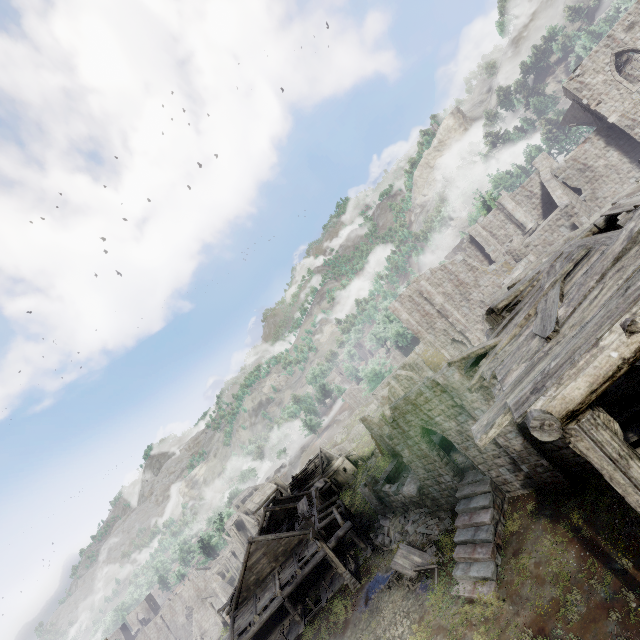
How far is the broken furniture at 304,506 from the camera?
28.1 meters

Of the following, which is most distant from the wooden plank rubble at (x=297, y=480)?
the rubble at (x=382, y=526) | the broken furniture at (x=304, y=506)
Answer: the rubble at (x=382, y=526)

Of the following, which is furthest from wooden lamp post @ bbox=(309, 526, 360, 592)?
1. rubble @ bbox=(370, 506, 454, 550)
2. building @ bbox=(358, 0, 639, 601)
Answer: rubble @ bbox=(370, 506, 454, 550)

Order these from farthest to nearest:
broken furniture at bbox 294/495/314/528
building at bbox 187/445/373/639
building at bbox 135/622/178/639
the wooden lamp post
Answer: building at bbox 135/622/178/639 < broken furniture at bbox 294/495/314/528 < building at bbox 187/445/373/639 < the wooden lamp post

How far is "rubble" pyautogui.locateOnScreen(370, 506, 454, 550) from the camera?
20.2 meters

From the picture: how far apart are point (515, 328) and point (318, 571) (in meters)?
28.88

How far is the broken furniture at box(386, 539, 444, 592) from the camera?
17.5m

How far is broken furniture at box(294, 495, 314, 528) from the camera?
28.09m
